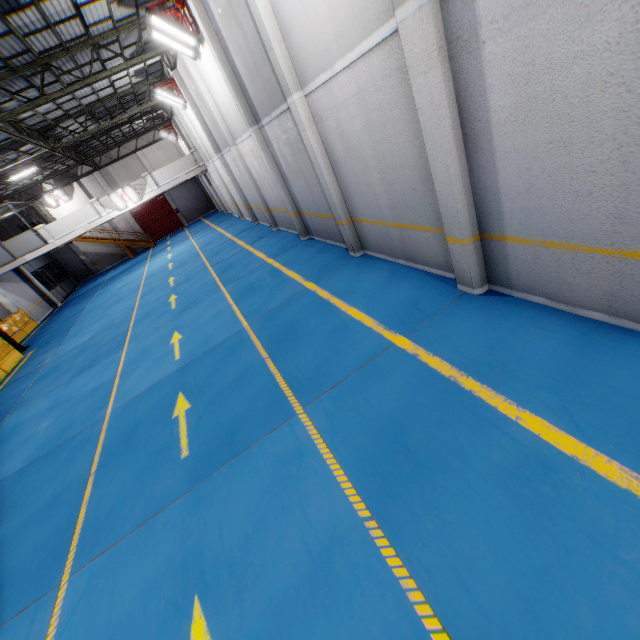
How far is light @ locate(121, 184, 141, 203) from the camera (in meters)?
21.67

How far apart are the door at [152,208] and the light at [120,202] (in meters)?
11.95

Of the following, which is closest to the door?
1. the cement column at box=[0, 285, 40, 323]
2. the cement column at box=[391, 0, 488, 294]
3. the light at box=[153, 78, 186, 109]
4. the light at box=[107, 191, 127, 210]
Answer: the light at box=[107, 191, 127, 210]

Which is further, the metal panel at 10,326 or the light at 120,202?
the light at 120,202

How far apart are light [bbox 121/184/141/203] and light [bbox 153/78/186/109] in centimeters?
702cm

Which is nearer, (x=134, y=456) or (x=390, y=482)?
(x=390, y=482)

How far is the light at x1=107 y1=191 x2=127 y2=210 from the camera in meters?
21.4

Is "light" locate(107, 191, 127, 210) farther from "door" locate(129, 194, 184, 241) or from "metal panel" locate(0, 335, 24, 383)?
"door" locate(129, 194, 184, 241)
